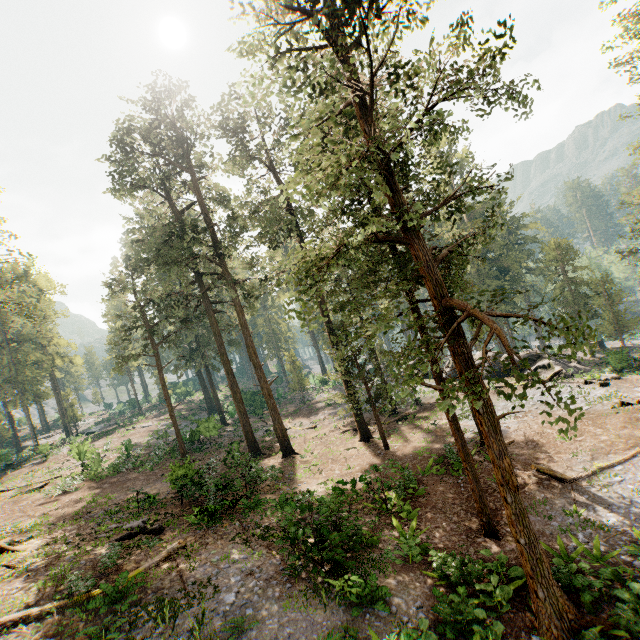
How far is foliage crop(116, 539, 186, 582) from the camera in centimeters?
1088cm

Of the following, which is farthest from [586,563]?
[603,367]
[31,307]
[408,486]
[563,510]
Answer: [31,307]

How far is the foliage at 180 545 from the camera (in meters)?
10.88

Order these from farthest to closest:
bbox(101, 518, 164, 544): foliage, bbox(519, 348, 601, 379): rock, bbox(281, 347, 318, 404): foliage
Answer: bbox(281, 347, 318, 404): foliage < bbox(519, 348, 601, 379): rock < bbox(101, 518, 164, 544): foliage

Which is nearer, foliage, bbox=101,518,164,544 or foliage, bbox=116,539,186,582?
foliage, bbox=116,539,186,582

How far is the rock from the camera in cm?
2528
